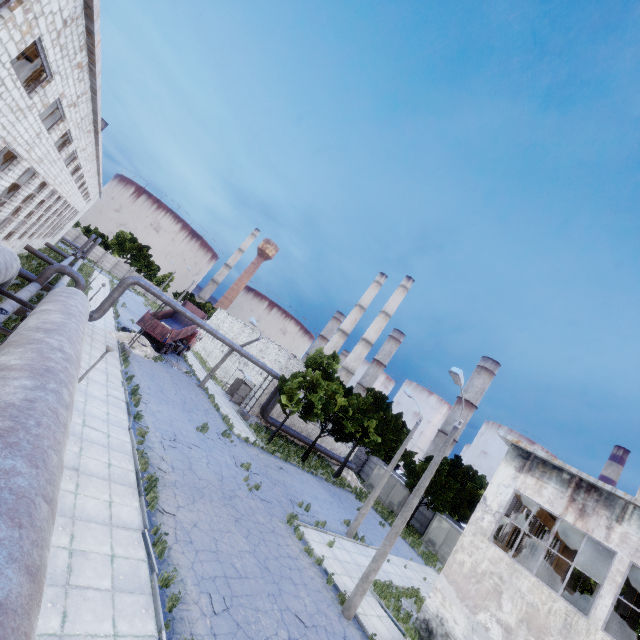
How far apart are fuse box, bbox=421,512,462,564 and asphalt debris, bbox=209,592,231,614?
29.6m

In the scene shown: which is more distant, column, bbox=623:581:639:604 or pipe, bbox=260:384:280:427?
pipe, bbox=260:384:280:427

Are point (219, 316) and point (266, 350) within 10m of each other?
no

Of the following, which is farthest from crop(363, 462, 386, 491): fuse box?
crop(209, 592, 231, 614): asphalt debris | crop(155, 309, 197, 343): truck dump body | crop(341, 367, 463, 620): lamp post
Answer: crop(209, 592, 231, 614): asphalt debris

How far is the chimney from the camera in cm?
5544

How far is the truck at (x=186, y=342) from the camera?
31.70m

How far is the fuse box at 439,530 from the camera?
31.2m

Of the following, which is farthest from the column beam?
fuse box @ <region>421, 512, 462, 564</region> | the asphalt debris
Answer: fuse box @ <region>421, 512, 462, 564</region>
